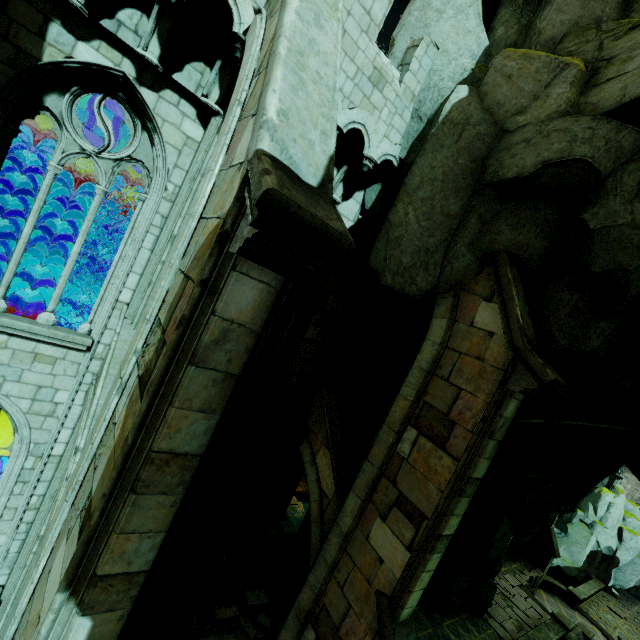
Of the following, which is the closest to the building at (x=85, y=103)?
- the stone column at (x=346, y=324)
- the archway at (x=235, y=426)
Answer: the archway at (x=235, y=426)

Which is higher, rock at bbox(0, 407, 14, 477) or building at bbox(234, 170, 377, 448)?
building at bbox(234, 170, 377, 448)

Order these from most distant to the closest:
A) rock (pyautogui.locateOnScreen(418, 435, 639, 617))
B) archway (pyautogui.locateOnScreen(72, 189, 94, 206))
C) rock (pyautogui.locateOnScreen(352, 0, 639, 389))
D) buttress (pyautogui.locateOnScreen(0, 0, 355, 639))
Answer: archway (pyautogui.locateOnScreen(72, 189, 94, 206)), rock (pyautogui.locateOnScreen(418, 435, 639, 617)), rock (pyautogui.locateOnScreen(352, 0, 639, 389)), buttress (pyautogui.locateOnScreen(0, 0, 355, 639))

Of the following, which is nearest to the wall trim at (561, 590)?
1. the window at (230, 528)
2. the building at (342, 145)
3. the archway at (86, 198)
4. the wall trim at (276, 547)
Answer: the building at (342, 145)

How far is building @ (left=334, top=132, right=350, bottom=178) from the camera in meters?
8.5 m

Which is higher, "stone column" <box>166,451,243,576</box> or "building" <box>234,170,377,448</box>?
"building" <box>234,170,377,448</box>

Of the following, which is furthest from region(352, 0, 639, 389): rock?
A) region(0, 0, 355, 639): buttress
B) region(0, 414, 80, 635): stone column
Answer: region(0, 414, 80, 635): stone column

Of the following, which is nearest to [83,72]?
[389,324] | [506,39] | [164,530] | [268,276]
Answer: [268,276]
